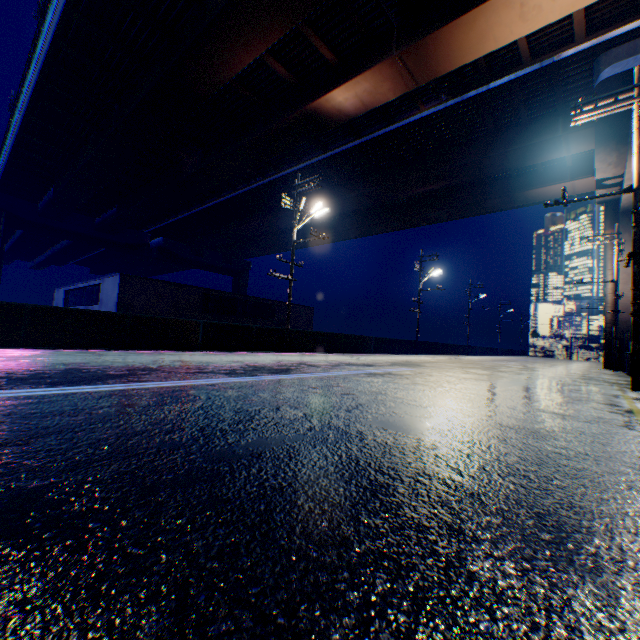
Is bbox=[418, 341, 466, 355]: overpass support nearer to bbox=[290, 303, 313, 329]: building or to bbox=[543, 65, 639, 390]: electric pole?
bbox=[543, 65, 639, 390]: electric pole

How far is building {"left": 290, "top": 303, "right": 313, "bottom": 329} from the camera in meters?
32.5 m

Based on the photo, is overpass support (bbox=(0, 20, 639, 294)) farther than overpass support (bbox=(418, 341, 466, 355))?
No

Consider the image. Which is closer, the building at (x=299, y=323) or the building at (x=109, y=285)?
the building at (x=109, y=285)

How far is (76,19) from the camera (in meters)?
13.93

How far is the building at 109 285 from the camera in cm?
2130

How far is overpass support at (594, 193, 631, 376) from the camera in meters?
23.3 m
